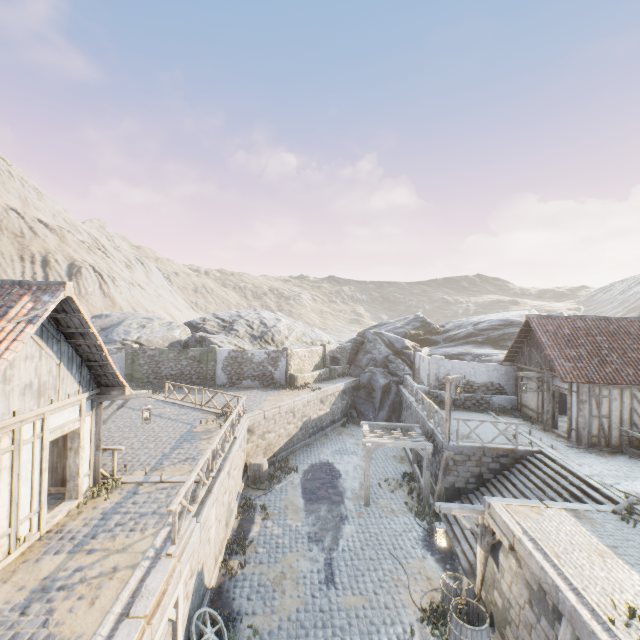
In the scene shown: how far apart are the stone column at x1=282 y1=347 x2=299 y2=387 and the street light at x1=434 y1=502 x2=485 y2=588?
16.2m

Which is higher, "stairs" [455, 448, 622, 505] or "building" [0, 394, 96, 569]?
"building" [0, 394, 96, 569]

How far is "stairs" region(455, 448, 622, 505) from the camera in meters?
10.8

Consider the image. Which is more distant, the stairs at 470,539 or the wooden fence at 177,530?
the stairs at 470,539

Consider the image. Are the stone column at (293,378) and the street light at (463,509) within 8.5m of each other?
no

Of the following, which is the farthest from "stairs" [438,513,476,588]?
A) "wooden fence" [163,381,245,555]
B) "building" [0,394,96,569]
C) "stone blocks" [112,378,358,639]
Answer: "building" [0,394,96,569]

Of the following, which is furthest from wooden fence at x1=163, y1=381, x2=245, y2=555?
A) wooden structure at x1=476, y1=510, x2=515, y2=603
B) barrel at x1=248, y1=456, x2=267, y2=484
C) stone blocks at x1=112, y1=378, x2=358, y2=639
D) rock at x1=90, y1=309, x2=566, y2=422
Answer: wooden structure at x1=476, y1=510, x2=515, y2=603

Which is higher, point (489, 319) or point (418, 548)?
point (489, 319)
